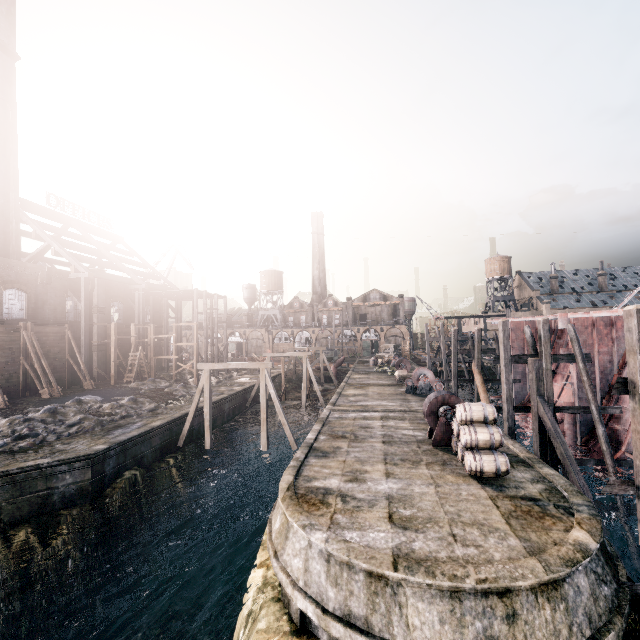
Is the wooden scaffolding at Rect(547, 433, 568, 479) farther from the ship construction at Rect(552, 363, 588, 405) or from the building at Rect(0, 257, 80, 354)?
the building at Rect(0, 257, 80, 354)

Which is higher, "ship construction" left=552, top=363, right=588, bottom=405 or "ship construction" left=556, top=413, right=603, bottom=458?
"ship construction" left=552, top=363, right=588, bottom=405

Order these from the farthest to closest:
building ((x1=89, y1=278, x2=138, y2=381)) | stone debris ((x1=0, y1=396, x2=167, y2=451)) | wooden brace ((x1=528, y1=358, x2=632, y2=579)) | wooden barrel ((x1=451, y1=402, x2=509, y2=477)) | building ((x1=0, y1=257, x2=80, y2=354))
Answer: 1. building ((x1=89, y1=278, x2=138, y2=381))
2. building ((x1=0, y1=257, x2=80, y2=354))
3. stone debris ((x1=0, y1=396, x2=167, y2=451))
4. wooden brace ((x1=528, y1=358, x2=632, y2=579))
5. wooden barrel ((x1=451, y1=402, x2=509, y2=477))

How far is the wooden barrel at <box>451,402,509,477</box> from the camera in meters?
12.6

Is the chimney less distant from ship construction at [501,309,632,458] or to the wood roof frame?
the wood roof frame

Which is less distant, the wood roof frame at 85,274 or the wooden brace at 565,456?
the wooden brace at 565,456

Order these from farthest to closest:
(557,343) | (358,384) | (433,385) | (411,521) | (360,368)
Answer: (360,368) < (358,384) < (433,385) < (557,343) < (411,521)

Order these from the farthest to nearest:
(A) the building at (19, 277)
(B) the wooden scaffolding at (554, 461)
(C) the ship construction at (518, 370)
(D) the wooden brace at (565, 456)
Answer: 1. (C) the ship construction at (518, 370)
2. (A) the building at (19, 277)
3. (B) the wooden scaffolding at (554, 461)
4. (D) the wooden brace at (565, 456)
